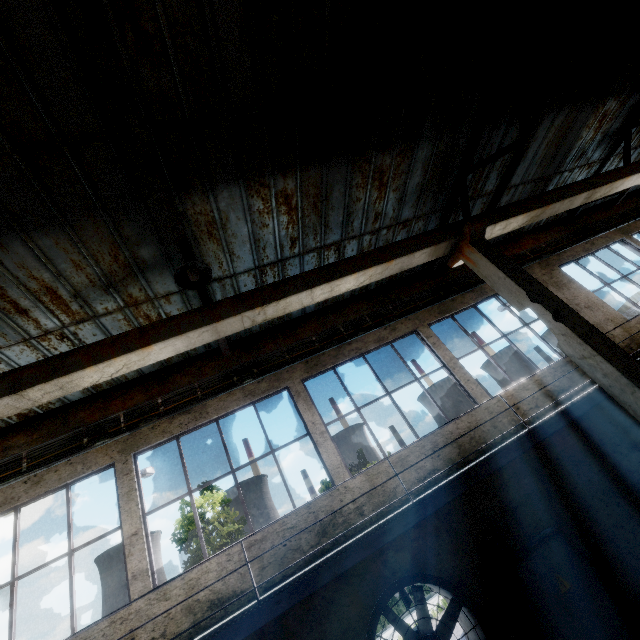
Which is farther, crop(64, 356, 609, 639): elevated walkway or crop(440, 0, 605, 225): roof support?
crop(440, 0, 605, 225): roof support

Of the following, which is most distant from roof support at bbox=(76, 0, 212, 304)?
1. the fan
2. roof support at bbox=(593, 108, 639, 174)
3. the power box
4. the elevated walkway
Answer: roof support at bbox=(593, 108, 639, 174)

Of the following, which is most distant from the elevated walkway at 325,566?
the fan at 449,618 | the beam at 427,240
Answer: the beam at 427,240

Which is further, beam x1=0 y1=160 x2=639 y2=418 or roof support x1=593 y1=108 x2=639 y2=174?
roof support x1=593 y1=108 x2=639 y2=174

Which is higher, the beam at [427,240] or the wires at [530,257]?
the wires at [530,257]

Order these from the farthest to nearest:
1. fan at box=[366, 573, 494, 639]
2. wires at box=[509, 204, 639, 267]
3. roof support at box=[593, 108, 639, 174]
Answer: wires at box=[509, 204, 639, 267]
roof support at box=[593, 108, 639, 174]
fan at box=[366, 573, 494, 639]

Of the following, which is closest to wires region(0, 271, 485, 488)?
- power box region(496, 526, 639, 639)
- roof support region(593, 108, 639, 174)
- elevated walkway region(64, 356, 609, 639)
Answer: roof support region(593, 108, 639, 174)

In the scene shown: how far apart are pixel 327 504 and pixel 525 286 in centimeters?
588cm
